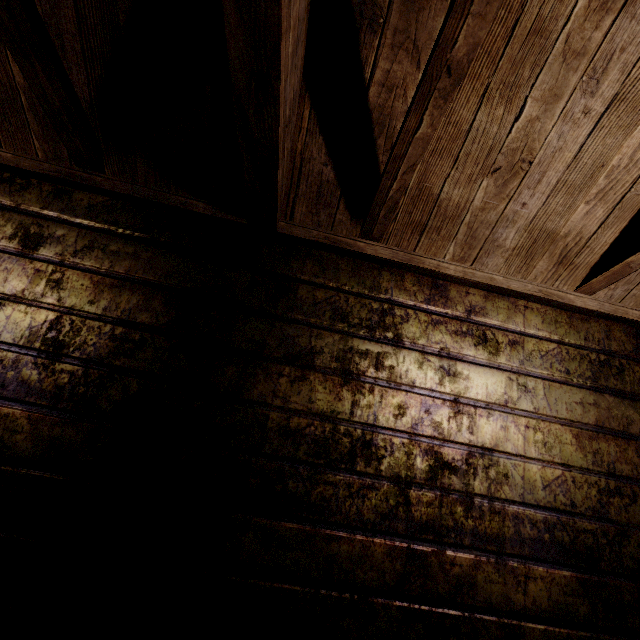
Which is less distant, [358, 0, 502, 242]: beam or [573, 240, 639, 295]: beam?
[358, 0, 502, 242]: beam

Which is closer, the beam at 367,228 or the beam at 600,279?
the beam at 367,228

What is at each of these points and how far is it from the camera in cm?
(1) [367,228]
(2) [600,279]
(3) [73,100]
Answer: (1) beam, 137
(2) beam, 142
(3) beam, 110
